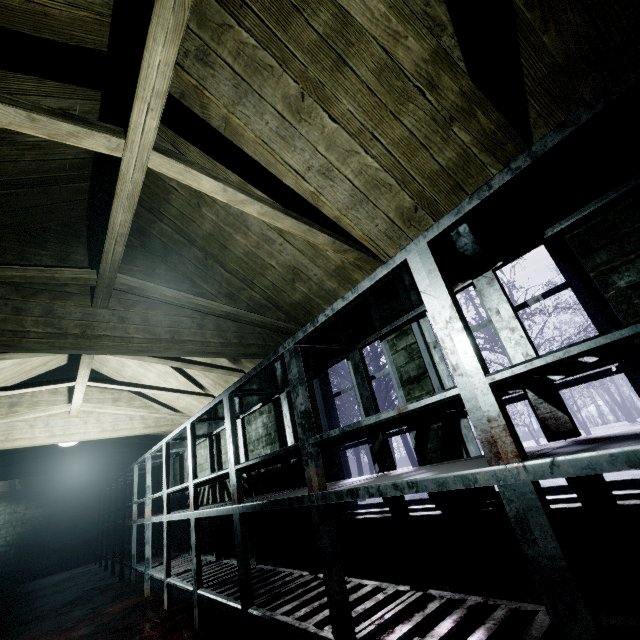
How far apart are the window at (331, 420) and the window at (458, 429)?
0.2m

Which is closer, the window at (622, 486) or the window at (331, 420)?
the window at (622, 486)

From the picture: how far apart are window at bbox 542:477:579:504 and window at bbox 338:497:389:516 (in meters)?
0.24

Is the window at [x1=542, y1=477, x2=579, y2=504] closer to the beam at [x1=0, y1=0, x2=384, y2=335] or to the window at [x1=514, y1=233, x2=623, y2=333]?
the window at [x1=514, y1=233, x2=623, y2=333]

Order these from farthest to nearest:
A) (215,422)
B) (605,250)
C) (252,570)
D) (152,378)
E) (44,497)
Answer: (44,497)
(152,378)
(215,422)
(252,570)
(605,250)

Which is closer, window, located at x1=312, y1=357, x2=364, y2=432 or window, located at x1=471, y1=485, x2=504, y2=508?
window, located at x1=471, y1=485, x2=504, y2=508

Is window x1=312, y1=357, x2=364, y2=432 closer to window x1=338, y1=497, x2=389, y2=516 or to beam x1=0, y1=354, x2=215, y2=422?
window x1=338, y1=497, x2=389, y2=516

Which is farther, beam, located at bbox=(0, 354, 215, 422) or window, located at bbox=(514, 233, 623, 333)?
beam, located at bbox=(0, 354, 215, 422)
